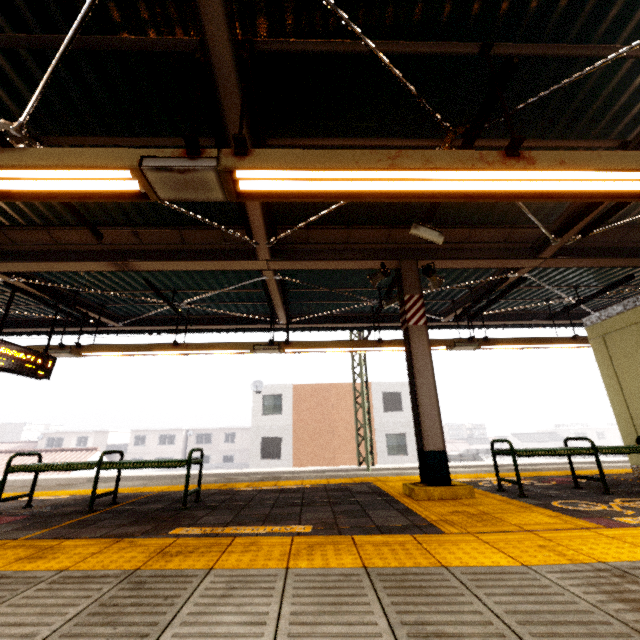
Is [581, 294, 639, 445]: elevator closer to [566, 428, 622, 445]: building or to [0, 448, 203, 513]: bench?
[0, 448, 203, 513]: bench

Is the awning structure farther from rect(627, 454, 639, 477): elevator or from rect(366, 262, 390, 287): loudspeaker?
rect(627, 454, 639, 477): elevator

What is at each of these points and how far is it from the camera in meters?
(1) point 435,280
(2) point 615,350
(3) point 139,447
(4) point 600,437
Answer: (1) loudspeaker, 5.7 m
(2) elevator, 6.0 m
(3) building, 45.1 m
(4) building, 59.5 m

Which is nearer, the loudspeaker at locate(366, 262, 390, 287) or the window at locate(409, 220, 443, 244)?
the window at locate(409, 220, 443, 244)

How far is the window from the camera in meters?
4.6

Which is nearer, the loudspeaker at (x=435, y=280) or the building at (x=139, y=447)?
the loudspeaker at (x=435, y=280)

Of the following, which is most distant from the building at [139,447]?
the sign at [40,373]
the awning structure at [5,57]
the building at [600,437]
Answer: the building at [600,437]

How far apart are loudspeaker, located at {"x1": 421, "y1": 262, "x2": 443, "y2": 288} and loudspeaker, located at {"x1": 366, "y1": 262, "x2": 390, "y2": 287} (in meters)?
0.57
